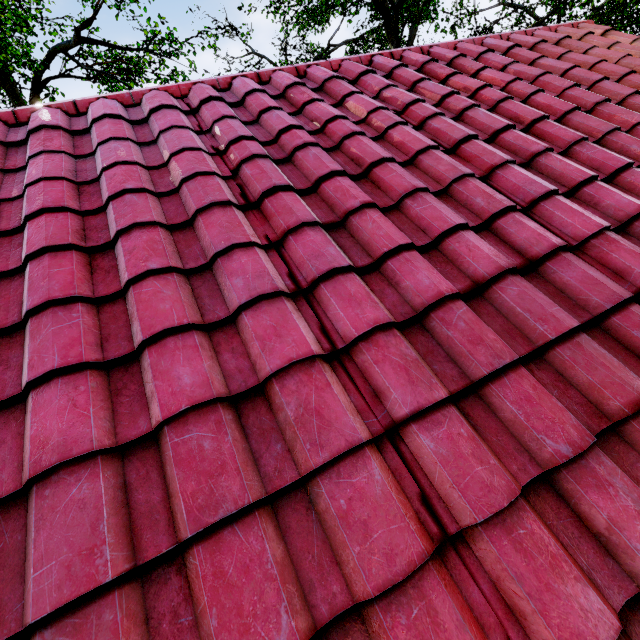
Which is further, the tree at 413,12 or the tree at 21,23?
the tree at 413,12

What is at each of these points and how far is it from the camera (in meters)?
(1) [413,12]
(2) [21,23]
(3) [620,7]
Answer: (1) tree, 19.34
(2) tree, 8.62
(3) tree, 12.45

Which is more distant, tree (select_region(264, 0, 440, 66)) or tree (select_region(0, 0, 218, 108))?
tree (select_region(264, 0, 440, 66))
